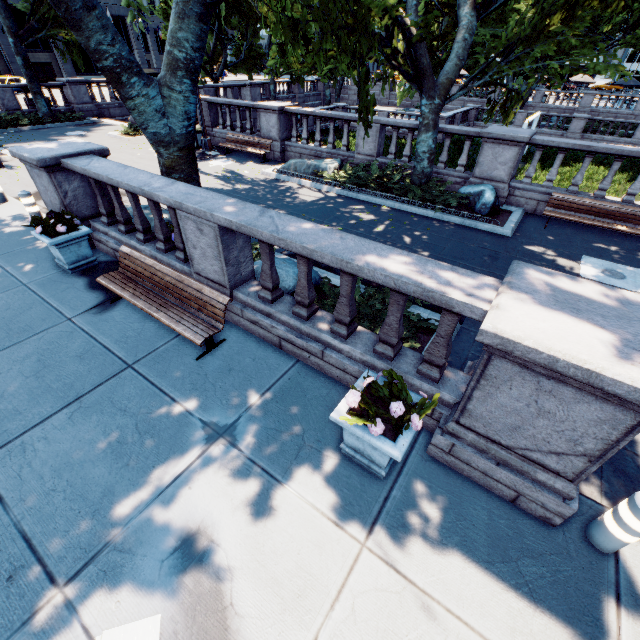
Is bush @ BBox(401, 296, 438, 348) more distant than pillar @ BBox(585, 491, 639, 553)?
Yes

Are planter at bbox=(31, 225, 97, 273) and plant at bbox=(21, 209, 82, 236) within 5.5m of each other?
yes

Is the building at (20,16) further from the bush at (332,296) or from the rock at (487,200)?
the rock at (487,200)

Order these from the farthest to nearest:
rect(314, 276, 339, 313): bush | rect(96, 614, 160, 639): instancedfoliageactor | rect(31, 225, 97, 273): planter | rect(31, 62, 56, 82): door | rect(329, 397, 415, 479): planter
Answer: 1. rect(31, 62, 56, 82): door
2. rect(31, 225, 97, 273): planter
3. rect(314, 276, 339, 313): bush
4. rect(329, 397, 415, 479): planter
5. rect(96, 614, 160, 639): instancedfoliageactor

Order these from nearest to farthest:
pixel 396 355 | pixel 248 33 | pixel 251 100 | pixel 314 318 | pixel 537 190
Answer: pixel 396 355 → pixel 314 318 → pixel 537 190 → pixel 251 100 → pixel 248 33

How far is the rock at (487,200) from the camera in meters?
10.2

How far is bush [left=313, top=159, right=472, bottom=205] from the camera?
10.8m

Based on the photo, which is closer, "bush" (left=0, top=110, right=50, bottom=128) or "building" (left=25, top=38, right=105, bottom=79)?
"bush" (left=0, top=110, right=50, bottom=128)
